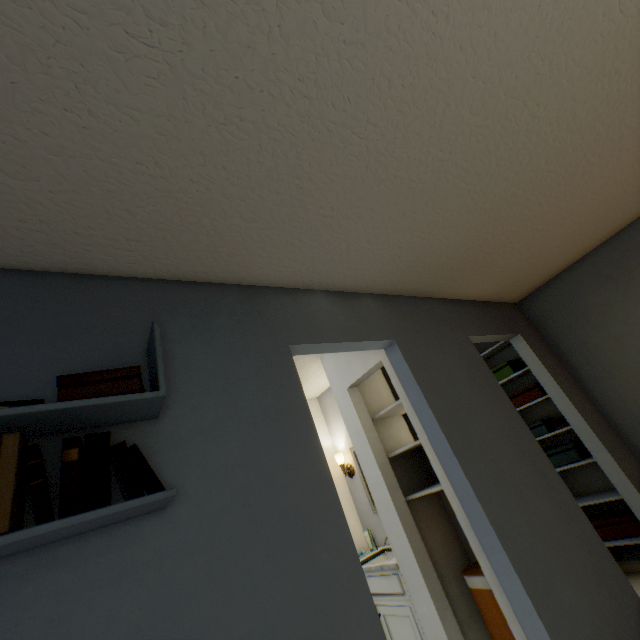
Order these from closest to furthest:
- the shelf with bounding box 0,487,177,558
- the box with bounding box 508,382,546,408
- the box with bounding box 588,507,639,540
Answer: the shelf with bounding box 0,487,177,558 → the box with bounding box 588,507,639,540 → the box with bounding box 508,382,546,408

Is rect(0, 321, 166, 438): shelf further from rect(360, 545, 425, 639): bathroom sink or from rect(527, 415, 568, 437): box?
rect(527, 415, 568, 437): box

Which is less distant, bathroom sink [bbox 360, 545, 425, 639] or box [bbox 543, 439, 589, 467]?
bathroom sink [bbox 360, 545, 425, 639]

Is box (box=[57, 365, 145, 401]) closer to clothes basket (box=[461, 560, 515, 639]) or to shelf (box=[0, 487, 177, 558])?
shelf (box=[0, 487, 177, 558])

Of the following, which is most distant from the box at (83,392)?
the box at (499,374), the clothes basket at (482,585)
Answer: the box at (499,374)

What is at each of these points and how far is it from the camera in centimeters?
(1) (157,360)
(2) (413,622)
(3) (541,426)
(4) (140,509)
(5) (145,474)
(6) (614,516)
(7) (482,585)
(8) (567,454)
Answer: (1) shelf, 110cm
(2) bathroom sink, 220cm
(3) box, 315cm
(4) shelf, 90cm
(5) book set, 93cm
(6) box, 274cm
(7) clothes basket, 193cm
(8) box, 297cm

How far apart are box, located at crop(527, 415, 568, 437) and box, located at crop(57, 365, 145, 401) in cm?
352

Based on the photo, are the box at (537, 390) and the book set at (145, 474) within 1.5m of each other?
no
